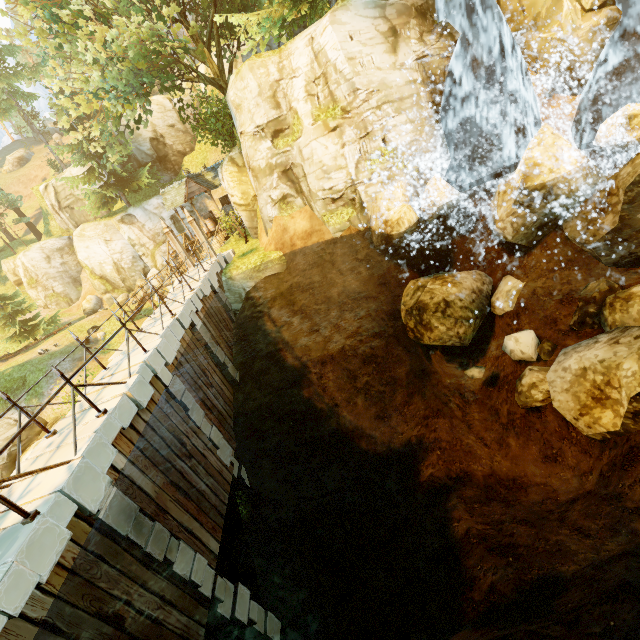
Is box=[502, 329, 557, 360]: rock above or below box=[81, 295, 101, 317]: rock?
below

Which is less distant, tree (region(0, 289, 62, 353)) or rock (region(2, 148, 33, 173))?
tree (region(0, 289, 62, 353))

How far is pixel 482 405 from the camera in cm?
1318

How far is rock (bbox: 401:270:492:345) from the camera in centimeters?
1274cm

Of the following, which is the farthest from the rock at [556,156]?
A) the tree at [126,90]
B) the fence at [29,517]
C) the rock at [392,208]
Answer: the tree at [126,90]

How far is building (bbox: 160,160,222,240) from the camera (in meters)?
23.45

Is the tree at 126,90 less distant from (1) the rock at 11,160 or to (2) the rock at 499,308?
(1) the rock at 11,160

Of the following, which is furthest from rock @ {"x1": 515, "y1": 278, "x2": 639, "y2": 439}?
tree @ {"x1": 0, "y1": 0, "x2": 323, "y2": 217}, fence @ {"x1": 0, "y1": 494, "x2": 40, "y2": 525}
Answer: tree @ {"x1": 0, "y1": 0, "x2": 323, "y2": 217}
